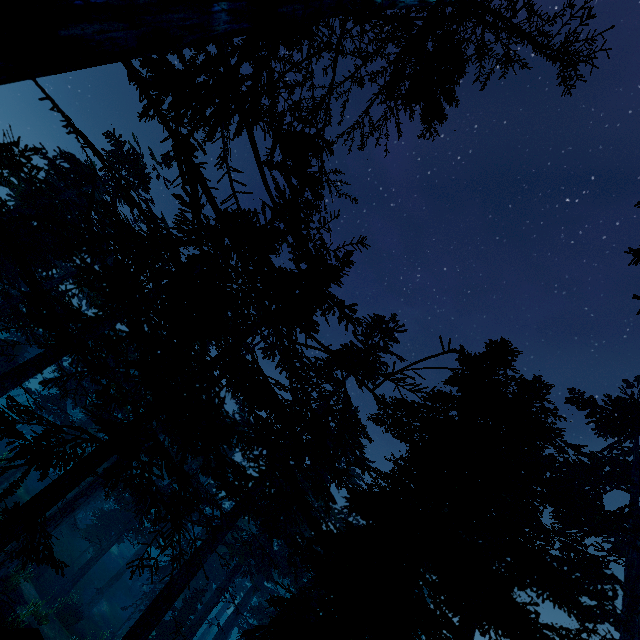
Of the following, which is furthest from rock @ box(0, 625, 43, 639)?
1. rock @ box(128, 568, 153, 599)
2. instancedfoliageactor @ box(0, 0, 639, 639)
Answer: rock @ box(128, 568, 153, 599)

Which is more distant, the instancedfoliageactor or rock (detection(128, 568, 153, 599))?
rock (detection(128, 568, 153, 599))

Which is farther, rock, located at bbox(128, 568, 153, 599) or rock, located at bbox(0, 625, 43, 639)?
rock, located at bbox(128, 568, 153, 599)

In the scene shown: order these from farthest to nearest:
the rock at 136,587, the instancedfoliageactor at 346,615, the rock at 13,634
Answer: the rock at 136,587 < the rock at 13,634 < the instancedfoliageactor at 346,615

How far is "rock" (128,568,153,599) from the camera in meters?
36.7 m

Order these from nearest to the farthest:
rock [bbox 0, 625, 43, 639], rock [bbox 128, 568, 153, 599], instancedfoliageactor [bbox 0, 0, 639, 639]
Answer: instancedfoliageactor [bbox 0, 0, 639, 639]
rock [bbox 0, 625, 43, 639]
rock [bbox 128, 568, 153, 599]

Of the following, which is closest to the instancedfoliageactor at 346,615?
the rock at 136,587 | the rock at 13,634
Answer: the rock at 13,634

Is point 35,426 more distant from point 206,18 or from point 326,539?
point 206,18
